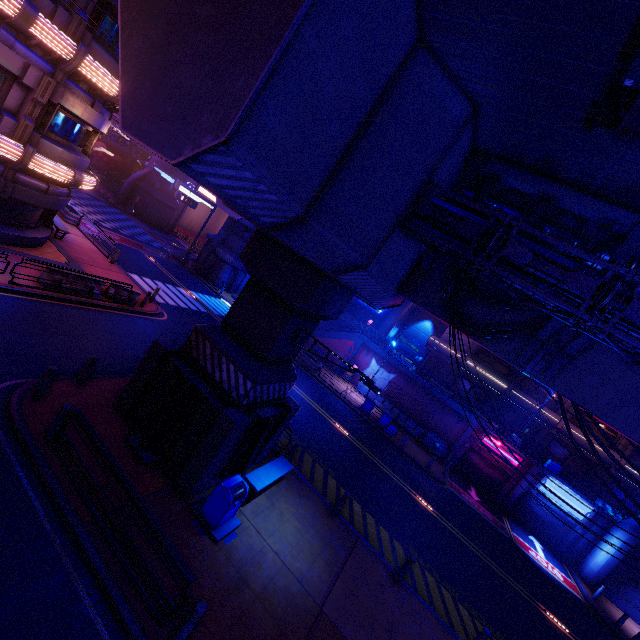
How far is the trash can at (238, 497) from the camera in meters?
8.4 m

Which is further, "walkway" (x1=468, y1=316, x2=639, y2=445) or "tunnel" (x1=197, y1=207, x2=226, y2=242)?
"tunnel" (x1=197, y1=207, x2=226, y2=242)

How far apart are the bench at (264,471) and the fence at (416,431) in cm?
1984

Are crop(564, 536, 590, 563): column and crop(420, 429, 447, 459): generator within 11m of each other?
yes

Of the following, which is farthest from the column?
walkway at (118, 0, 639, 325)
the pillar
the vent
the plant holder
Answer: the plant holder

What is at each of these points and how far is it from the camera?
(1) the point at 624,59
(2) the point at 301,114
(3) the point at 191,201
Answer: (1) vent, 4.18m
(2) walkway, 5.71m
(3) sign, 31.97m

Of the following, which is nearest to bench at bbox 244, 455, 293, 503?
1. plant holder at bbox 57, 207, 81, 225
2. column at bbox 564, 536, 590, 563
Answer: plant holder at bbox 57, 207, 81, 225

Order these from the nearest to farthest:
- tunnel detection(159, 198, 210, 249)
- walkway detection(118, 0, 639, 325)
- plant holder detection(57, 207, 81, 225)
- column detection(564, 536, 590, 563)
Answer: walkway detection(118, 0, 639, 325) < plant holder detection(57, 207, 81, 225) < column detection(564, 536, 590, 563) < tunnel detection(159, 198, 210, 249)
